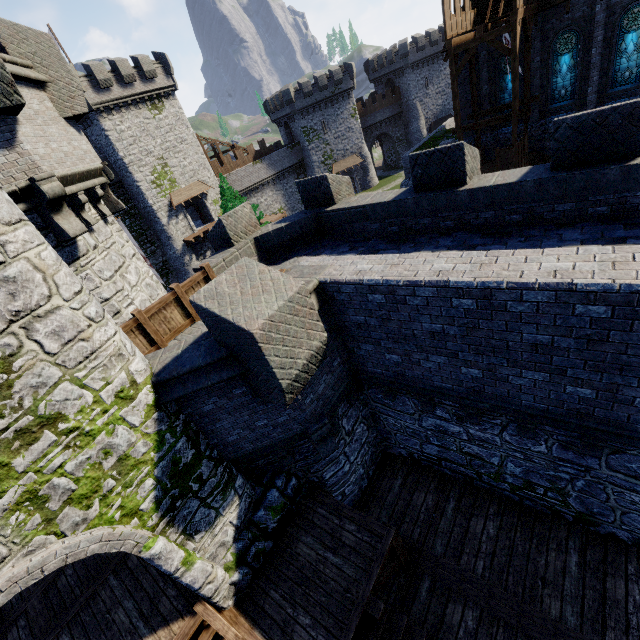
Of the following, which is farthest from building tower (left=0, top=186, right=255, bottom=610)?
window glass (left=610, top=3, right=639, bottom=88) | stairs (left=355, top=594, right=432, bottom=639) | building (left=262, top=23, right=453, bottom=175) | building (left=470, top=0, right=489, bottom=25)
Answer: building (left=262, top=23, right=453, bottom=175)

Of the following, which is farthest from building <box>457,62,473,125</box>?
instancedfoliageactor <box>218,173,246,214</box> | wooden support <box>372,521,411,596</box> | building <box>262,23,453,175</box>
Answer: wooden support <box>372,521,411,596</box>

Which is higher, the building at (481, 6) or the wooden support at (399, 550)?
the building at (481, 6)

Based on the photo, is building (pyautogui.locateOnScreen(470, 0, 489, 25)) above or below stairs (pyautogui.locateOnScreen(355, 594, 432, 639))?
above

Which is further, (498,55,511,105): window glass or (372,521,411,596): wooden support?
(498,55,511,105): window glass

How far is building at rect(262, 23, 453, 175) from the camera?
45.7m

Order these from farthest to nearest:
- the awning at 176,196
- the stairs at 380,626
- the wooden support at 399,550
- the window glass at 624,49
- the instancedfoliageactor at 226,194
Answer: the awning at 176,196, the instancedfoliageactor at 226,194, the window glass at 624,49, the wooden support at 399,550, the stairs at 380,626

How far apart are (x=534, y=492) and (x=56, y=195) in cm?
1314
